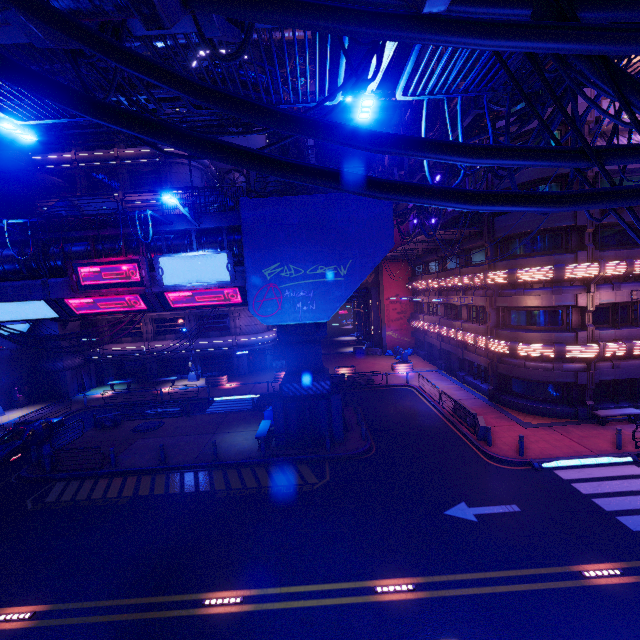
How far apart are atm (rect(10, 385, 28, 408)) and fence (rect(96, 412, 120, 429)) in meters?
13.0

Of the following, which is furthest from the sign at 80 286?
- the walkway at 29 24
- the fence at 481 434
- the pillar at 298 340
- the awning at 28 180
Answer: the awning at 28 180

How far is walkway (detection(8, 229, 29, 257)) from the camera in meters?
15.4

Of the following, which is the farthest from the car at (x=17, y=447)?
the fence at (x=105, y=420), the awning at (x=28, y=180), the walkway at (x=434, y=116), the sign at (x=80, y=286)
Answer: the walkway at (x=434, y=116)

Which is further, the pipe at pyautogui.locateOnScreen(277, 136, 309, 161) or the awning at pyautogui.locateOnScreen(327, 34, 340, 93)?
the pipe at pyautogui.locateOnScreen(277, 136, 309, 161)

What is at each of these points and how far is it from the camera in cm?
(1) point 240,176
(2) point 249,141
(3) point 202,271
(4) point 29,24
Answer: (1) vent, 4519
(2) building, 4578
(3) sign, 1548
(4) walkway, 265

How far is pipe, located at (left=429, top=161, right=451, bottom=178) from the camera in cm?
1432

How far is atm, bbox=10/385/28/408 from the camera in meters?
29.7 m
